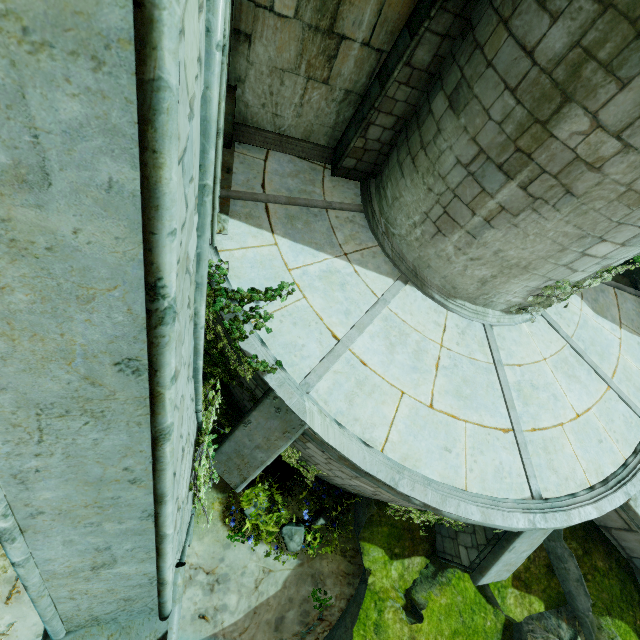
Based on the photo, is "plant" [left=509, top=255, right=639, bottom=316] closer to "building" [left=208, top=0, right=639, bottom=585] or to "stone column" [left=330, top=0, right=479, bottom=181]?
"building" [left=208, top=0, right=639, bottom=585]

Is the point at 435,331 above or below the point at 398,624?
above

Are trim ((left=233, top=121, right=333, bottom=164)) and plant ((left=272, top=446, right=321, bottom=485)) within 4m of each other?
no

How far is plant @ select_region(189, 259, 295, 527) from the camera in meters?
4.9

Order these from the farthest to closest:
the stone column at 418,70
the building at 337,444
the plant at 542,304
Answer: the plant at 542,304 < the stone column at 418,70 < the building at 337,444

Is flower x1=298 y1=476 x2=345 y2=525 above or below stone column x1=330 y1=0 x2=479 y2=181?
below

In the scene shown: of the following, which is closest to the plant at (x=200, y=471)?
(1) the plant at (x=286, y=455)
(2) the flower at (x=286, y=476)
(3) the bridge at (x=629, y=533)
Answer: (1) the plant at (x=286, y=455)

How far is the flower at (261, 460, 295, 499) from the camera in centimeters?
769cm
